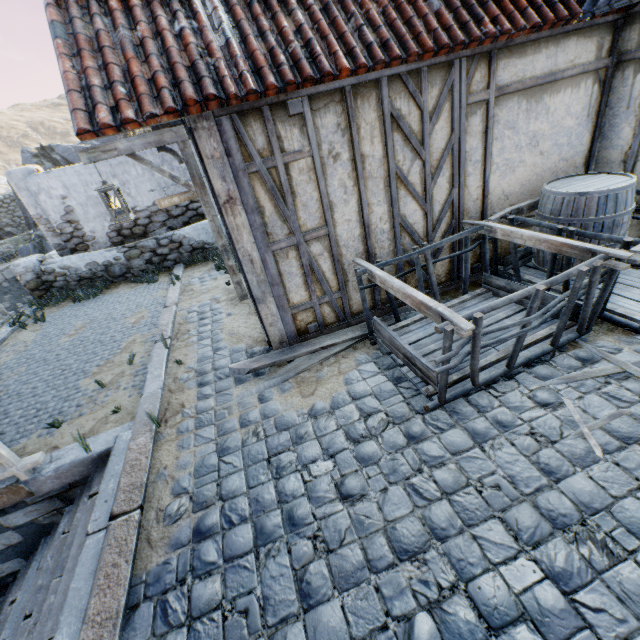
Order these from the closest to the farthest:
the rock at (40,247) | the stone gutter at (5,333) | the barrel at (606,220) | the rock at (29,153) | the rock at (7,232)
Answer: the barrel at (606,220)
the stone gutter at (5,333)
the rock at (40,247)
the rock at (29,153)
the rock at (7,232)

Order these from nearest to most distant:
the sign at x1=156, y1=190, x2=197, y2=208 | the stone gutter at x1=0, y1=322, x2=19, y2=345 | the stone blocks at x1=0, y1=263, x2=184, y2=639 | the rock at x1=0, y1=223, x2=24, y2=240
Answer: the stone blocks at x1=0, y1=263, x2=184, y2=639, the sign at x1=156, y1=190, x2=197, y2=208, the stone gutter at x1=0, y1=322, x2=19, y2=345, the rock at x1=0, y1=223, x2=24, y2=240

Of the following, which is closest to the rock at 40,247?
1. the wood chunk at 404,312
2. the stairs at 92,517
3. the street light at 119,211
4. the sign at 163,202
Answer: the sign at 163,202

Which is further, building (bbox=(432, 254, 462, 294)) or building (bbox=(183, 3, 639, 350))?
building (bbox=(432, 254, 462, 294))

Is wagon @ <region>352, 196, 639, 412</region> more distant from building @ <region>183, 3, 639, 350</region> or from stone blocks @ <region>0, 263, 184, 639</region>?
stone blocks @ <region>0, 263, 184, 639</region>

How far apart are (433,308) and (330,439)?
1.6m

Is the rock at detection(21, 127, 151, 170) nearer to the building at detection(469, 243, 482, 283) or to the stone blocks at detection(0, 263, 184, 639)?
the stone blocks at detection(0, 263, 184, 639)

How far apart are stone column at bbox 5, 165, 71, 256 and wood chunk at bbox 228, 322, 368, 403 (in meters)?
7.86
